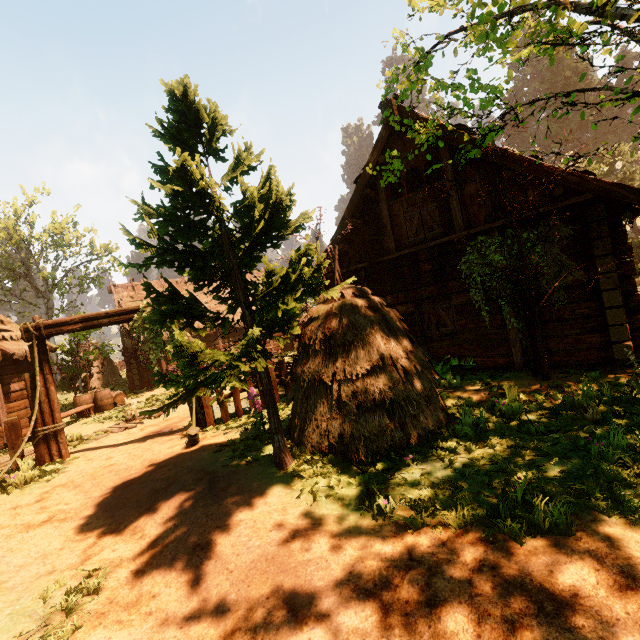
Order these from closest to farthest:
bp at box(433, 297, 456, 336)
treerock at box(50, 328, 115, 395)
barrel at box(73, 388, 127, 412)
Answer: bp at box(433, 297, 456, 336) → barrel at box(73, 388, 127, 412) → treerock at box(50, 328, 115, 395)

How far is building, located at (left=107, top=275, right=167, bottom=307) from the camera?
23.2m

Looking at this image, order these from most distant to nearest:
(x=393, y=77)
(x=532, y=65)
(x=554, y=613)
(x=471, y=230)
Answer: (x=532, y=65) < (x=471, y=230) < (x=393, y=77) < (x=554, y=613)

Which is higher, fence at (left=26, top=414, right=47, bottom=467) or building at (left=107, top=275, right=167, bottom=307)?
building at (left=107, top=275, right=167, bottom=307)

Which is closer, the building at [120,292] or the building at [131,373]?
the building at [131,373]

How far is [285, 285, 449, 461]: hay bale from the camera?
5.48m

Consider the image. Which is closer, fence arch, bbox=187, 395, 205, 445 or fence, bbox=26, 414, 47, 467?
fence arch, bbox=187, 395, 205, 445

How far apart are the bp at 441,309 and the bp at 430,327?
0.19m
